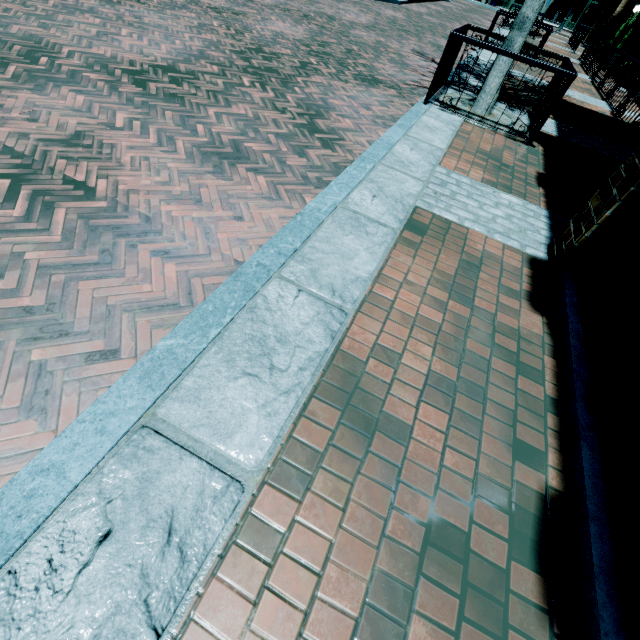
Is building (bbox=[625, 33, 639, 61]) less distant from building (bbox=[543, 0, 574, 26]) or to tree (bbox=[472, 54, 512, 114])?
tree (bbox=[472, 54, 512, 114])

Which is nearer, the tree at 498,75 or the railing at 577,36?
the tree at 498,75

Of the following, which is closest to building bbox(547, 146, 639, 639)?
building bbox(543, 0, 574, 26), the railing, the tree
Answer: the railing

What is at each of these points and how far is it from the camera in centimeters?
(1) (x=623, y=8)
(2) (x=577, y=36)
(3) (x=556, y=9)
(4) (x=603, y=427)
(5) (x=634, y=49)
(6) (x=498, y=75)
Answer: (1) building, 2019cm
(2) railing, 1977cm
(3) building, 3394cm
(4) building, 194cm
(5) building, 1669cm
(6) tree, 580cm

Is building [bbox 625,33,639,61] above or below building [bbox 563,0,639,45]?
below

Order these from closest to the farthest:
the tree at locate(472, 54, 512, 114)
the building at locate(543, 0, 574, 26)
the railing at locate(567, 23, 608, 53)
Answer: the tree at locate(472, 54, 512, 114), the railing at locate(567, 23, 608, 53), the building at locate(543, 0, 574, 26)

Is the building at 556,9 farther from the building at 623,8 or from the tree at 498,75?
the tree at 498,75
